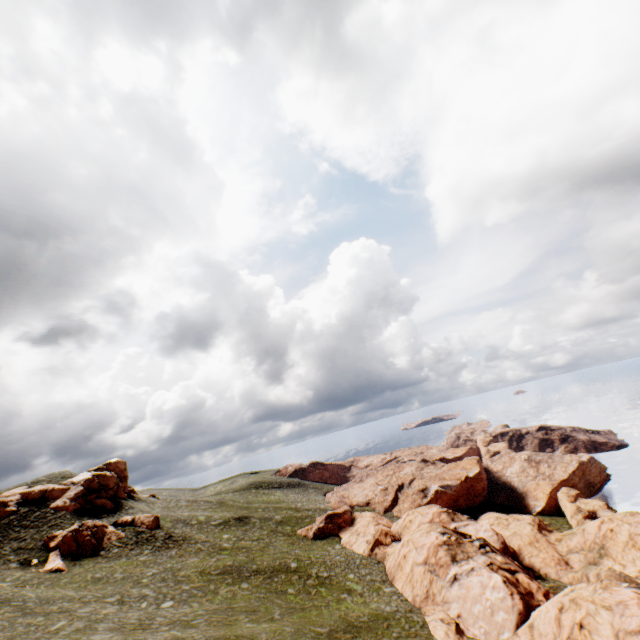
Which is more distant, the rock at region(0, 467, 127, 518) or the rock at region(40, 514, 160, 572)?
the rock at region(0, 467, 127, 518)

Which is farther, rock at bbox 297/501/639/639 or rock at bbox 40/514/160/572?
rock at bbox 40/514/160/572

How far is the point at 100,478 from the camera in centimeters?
5184cm

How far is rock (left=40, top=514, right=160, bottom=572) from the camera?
36.8 meters

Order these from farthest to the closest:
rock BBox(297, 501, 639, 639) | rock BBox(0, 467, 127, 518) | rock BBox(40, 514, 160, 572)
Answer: rock BBox(0, 467, 127, 518) → rock BBox(40, 514, 160, 572) → rock BBox(297, 501, 639, 639)

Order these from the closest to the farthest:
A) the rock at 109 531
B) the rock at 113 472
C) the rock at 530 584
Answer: the rock at 530 584 → the rock at 109 531 → the rock at 113 472

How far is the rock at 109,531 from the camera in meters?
36.8
